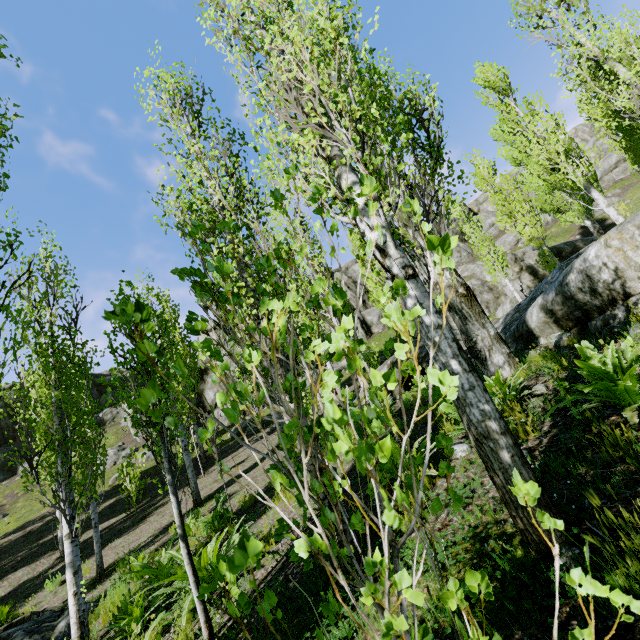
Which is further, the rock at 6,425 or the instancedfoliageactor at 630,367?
the rock at 6,425

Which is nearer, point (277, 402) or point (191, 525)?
point (191, 525)

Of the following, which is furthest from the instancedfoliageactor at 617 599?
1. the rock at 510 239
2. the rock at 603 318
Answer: the rock at 510 239

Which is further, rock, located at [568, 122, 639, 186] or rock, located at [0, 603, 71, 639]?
rock, located at [568, 122, 639, 186]

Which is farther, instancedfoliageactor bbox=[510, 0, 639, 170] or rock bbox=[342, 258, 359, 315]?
rock bbox=[342, 258, 359, 315]

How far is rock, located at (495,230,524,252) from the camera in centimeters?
3530cm

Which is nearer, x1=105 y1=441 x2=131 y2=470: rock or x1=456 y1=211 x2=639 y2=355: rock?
x1=456 y1=211 x2=639 y2=355: rock

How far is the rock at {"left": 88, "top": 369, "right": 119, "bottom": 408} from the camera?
33.84m
